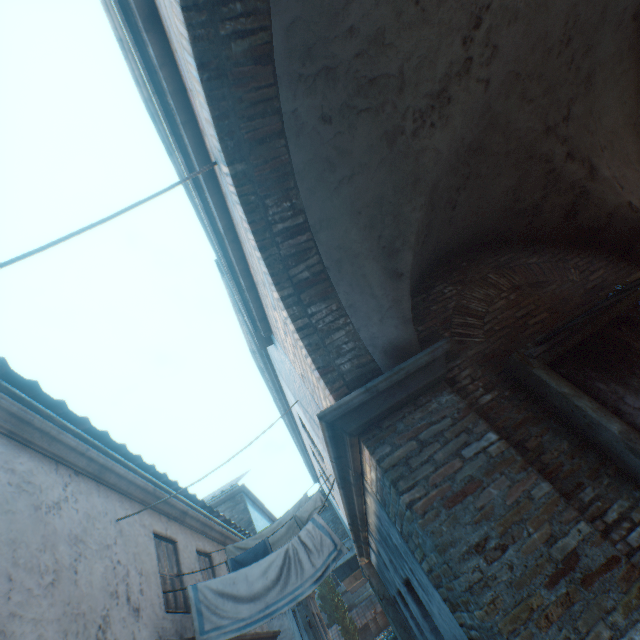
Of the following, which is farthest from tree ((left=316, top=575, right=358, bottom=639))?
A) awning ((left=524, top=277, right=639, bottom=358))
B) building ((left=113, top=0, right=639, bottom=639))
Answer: awning ((left=524, top=277, right=639, bottom=358))

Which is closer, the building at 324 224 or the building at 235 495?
the building at 324 224

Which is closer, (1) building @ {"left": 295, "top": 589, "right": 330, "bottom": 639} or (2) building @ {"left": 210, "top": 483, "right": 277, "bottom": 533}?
(1) building @ {"left": 295, "top": 589, "right": 330, "bottom": 639}

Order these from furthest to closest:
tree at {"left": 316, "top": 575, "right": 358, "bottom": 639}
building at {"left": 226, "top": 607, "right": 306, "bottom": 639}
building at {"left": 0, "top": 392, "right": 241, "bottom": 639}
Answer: tree at {"left": 316, "top": 575, "right": 358, "bottom": 639} → building at {"left": 226, "top": 607, "right": 306, "bottom": 639} → building at {"left": 0, "top": 392, "right": 241, "bottom": 639}

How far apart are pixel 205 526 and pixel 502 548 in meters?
8.5

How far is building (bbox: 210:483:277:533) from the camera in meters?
15.0 m

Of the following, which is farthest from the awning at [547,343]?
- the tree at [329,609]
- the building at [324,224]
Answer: the building at [324,224]
